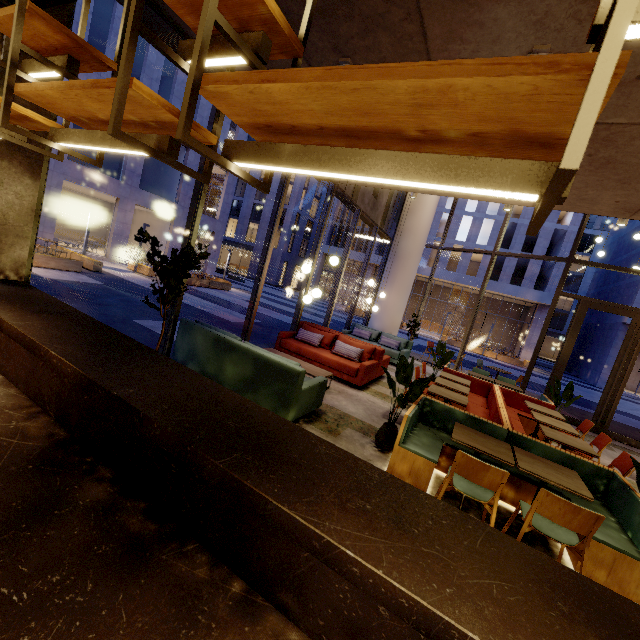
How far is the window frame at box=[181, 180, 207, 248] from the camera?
5.0 meters

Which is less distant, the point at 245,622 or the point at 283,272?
the point at 245,622

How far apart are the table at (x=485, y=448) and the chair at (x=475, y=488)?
0.3 meters

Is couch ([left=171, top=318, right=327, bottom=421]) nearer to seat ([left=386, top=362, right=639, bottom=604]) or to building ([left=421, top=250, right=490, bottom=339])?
seat ([left=386, top=362, right=639, bottom=604])

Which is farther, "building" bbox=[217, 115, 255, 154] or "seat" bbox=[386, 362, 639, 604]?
"building" bbox=[217, 115, 255, 154]

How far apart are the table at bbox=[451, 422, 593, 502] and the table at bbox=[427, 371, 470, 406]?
2.1m

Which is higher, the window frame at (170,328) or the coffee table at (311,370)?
the window frame at (170,328)

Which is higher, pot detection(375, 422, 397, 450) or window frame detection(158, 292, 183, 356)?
window frame detection(158, 292, 183, 356)
